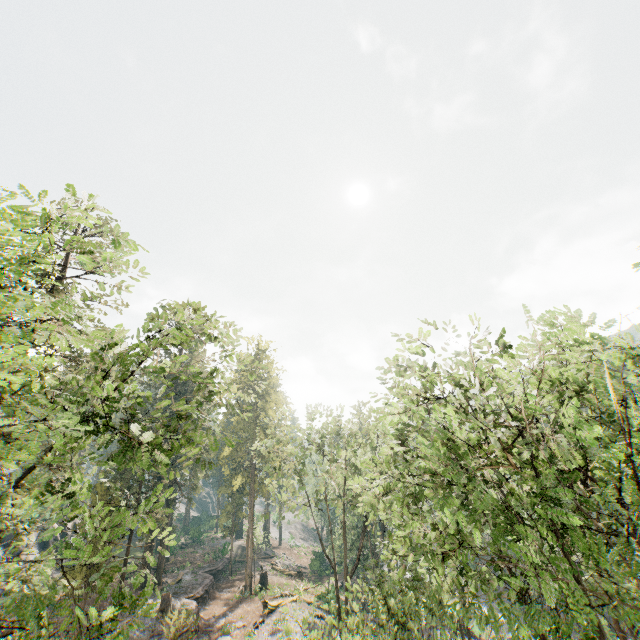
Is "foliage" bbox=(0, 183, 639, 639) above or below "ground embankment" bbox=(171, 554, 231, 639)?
above

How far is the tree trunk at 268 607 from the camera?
32.2m

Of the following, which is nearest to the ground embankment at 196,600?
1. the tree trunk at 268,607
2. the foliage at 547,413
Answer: the foliage at 547,413

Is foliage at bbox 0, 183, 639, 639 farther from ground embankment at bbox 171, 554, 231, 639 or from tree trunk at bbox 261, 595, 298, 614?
tree trunk at bbox 261, 595, 298, 614

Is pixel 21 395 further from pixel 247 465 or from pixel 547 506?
pixel 247 465

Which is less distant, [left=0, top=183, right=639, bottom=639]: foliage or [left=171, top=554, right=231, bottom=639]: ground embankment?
[left=0, top=183, right=639, bottom=639]: foliage

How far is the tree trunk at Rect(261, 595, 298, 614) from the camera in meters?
32.2
